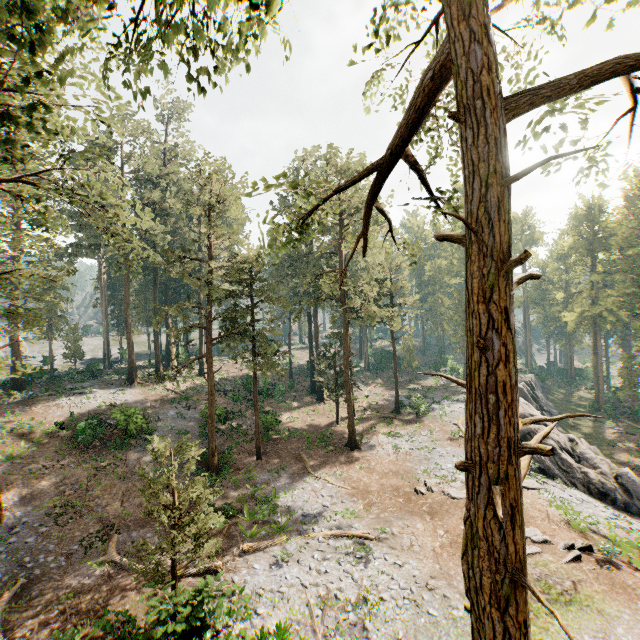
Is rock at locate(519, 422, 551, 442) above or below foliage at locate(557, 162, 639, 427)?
below

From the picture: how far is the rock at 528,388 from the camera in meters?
29.2 m

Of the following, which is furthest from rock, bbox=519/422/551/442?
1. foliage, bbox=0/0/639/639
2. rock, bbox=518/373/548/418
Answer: foliage, bbox=0/0/639/639

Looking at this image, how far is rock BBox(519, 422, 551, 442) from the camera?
25.60m

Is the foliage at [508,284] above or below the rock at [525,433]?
above

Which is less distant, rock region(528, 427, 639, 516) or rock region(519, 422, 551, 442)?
rock region(528, 427, 639, 516)

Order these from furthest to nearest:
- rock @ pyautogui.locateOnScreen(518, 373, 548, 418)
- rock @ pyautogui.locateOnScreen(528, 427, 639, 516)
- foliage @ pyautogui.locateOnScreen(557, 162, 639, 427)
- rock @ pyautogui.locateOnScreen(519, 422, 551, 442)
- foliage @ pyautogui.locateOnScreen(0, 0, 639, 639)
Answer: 1. foliage @ pyautogui.locateOnScreen(557, 162, 639, 427)
2. rock @ pyautogui.locateOnScreen(518, 373, 548, 418)
3. rock @ pyautogui.locateOnScreen(519, 422, 551, 442)
4. rock @ pyautogui.locateOnScreen(528, 427, 639, 516)
5. foliage @ pyautogui.locateOnScreen(0, 0, 639, 639)

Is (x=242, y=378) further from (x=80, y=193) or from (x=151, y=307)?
(x=80, y=193)
